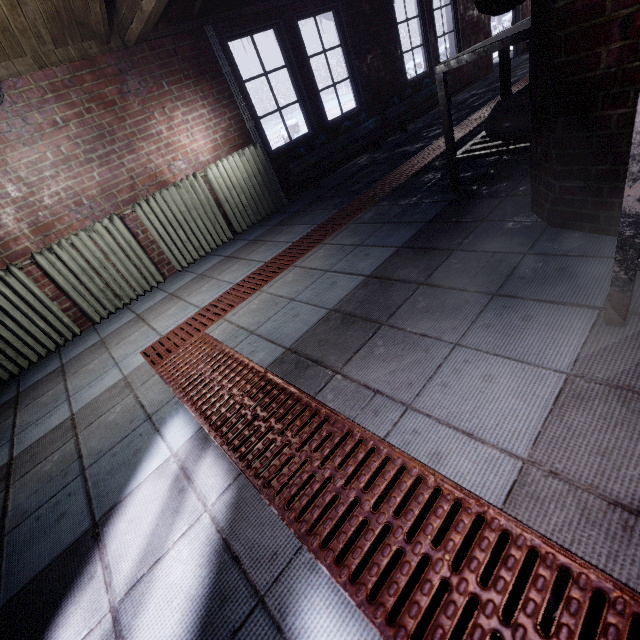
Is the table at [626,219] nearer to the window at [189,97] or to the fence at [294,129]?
the window at [189,97]

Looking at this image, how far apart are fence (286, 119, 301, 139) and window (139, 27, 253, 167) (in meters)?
3.75

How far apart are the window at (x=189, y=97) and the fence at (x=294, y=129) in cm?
375

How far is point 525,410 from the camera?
1.00m

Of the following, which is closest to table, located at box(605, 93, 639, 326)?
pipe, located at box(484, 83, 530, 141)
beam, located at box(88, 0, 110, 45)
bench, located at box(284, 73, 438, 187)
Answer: pipe, located at box(484, 83, 530, 141)

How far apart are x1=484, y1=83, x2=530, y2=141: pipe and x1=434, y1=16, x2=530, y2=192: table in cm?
3

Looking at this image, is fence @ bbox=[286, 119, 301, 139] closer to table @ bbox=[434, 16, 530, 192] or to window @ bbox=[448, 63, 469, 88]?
window @ bbox=[448, 63, 469, 88]

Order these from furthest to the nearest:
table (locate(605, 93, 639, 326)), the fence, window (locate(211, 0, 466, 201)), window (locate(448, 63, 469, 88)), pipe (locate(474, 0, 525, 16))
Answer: the fence → window (locate(448, 63, 469, 88)) → window (locate(211, 0, 466, 201)) → pipe (locate(474, 0, 525, 16)) → table (locate(605, 93, 639, 326))
